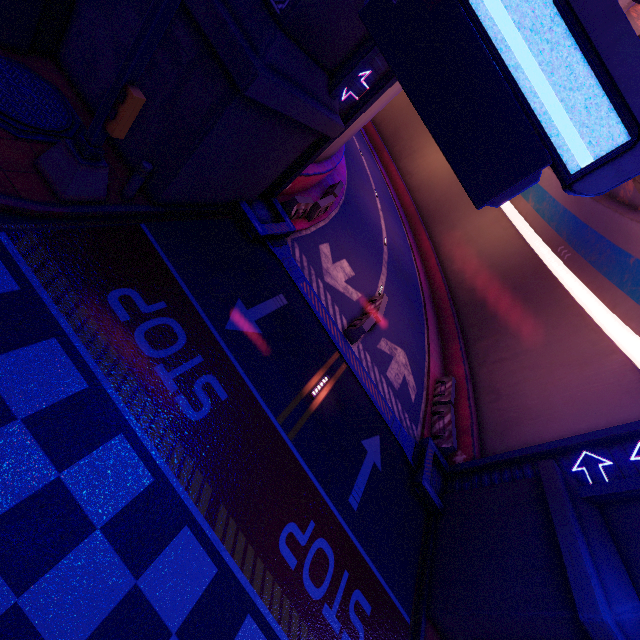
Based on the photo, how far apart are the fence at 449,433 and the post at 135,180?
13.20m

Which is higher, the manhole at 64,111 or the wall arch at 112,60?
the wall arch at 112,60

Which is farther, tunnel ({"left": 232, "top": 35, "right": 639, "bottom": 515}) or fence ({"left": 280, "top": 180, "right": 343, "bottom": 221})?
fence ({"left": 280, "top": 180, "right": 343, "bottom": 221})

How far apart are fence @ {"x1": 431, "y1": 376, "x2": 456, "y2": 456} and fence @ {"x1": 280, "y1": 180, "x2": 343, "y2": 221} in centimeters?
1025cm

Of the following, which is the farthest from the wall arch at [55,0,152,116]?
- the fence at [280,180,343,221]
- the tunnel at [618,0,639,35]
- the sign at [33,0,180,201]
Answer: the fence at [280,180,343,221]

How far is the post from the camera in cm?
654

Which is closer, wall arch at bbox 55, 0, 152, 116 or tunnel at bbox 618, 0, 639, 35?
wall arch at bbox 55, 0, 152, 116

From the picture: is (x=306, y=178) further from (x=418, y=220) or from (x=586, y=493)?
(x=418, y=220)
